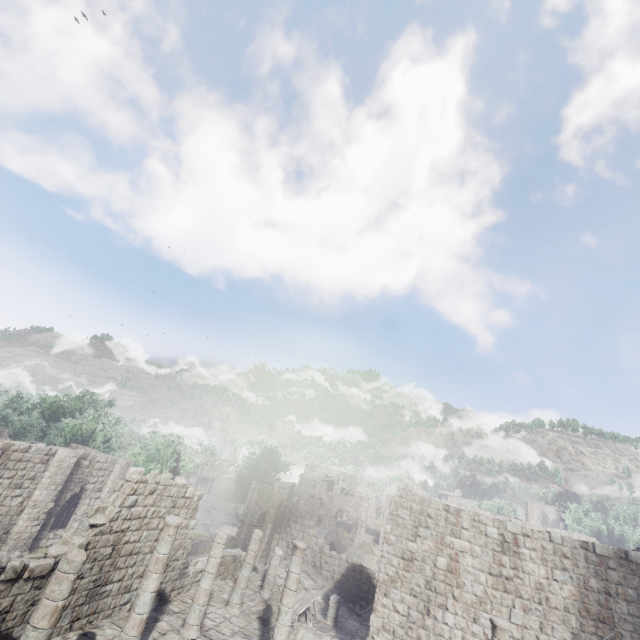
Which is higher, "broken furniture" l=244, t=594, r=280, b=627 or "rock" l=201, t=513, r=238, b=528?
"broken furniture" l=244, t=594, r=280, b=627

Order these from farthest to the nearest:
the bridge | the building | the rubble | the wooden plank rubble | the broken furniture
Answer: the bridge, the wooden plank rubble, the rubble, the broken furniture, the building

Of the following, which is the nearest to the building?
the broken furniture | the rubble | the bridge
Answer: the rubble

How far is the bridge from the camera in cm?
4309

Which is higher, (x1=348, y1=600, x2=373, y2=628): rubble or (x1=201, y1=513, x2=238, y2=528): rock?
(x1=348, y1=600, x2=373, y2=628): rubble

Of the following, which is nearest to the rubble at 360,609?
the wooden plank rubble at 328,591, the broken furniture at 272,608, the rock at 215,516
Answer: the wooden plank rubble at 328,591

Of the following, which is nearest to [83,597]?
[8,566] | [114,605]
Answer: [114,605]

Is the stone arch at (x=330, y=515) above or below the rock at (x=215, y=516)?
above
